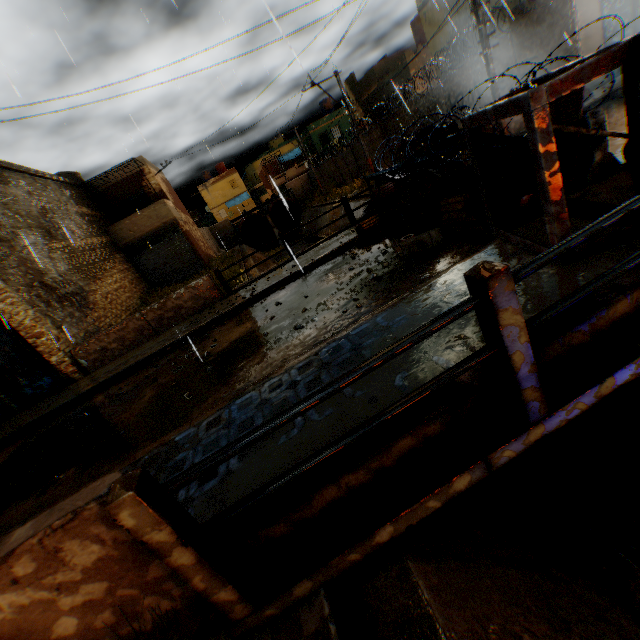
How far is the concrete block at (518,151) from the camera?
5.5 meters

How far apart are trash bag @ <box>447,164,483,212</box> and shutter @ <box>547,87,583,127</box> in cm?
1

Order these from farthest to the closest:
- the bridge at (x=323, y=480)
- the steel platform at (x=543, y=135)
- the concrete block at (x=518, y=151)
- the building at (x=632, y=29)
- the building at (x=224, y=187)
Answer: the building at (x=224, y=187)
the building at (x=632, y=29)
the concrete block at (x=518, y=151)
the steel platform at (x=543, y=135)
the bridge at (x=323, y=480)

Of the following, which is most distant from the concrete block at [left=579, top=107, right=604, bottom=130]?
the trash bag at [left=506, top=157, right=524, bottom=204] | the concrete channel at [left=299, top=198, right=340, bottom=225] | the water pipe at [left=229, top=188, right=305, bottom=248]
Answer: the water pipe at [left=229, top=188, right=305, bottom=248]

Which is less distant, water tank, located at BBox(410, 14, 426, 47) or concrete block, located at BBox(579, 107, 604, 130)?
concrete block, located at BBox(579, 107, 604, 130)

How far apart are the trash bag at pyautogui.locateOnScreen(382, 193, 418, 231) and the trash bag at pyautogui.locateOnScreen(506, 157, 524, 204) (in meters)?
0.92

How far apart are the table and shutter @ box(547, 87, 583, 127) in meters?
3.8

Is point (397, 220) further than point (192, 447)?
Yes
